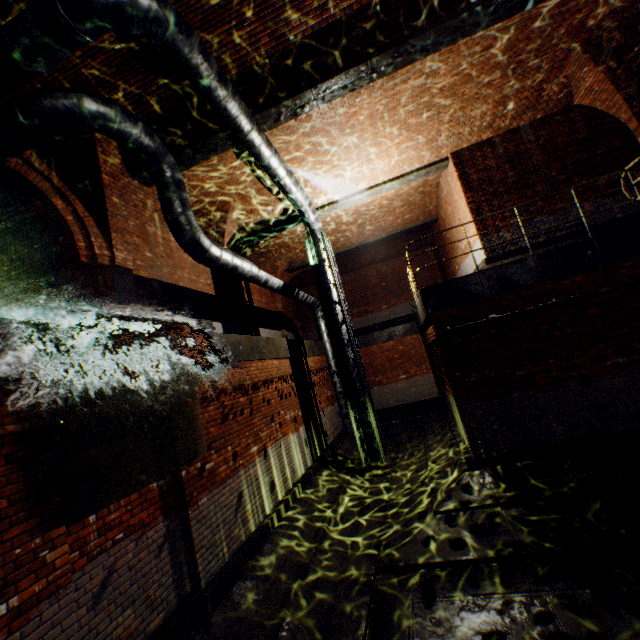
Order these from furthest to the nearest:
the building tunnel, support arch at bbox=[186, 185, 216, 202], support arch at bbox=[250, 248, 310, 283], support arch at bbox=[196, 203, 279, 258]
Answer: support arch at bbox=[250, 248, 310, 283], support arch at bbox=[196, 203, 279, 258], support arch at bbox=[186, 185, 216, 202], the building tunnel

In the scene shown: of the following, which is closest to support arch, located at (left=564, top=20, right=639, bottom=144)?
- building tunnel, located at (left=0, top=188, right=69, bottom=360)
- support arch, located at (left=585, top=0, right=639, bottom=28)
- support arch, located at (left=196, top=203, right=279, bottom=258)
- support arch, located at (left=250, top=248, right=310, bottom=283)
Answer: support arch, located at (left=585, top=0, right=639, bottom=28)

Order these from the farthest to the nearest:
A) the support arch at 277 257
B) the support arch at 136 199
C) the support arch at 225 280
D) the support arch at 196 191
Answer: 1. the support arch at 277 257
2. the support arch at 225 280
3. the support arch at 196 191
4. the support arch at 136 199

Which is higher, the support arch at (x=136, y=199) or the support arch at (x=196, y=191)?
the support arch at (x=196, y=191)

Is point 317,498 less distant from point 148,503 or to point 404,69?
point 148,503

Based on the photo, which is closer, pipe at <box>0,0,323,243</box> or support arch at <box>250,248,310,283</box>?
pipe at <box>0,0,323,243</box>

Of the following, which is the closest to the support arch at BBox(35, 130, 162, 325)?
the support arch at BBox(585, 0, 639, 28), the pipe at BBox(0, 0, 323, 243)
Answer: the pipe at BBox(0, 0, 323, 243)

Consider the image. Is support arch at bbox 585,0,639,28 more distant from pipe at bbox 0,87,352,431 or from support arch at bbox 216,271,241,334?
support arch at bbox 216,271,241,334
